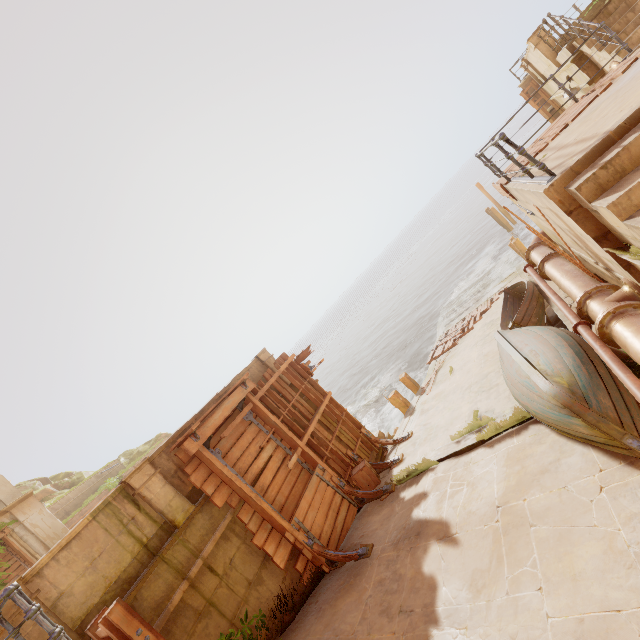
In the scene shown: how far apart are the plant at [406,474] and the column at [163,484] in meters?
4.6 m

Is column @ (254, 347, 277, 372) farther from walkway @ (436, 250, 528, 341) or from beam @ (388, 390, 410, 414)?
beam @ (388, 390, 410, 414)

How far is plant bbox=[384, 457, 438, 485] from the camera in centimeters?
783cm

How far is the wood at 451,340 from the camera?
15.2 meters

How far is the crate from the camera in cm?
902

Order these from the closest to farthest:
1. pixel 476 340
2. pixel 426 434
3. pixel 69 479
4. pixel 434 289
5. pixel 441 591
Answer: pixel 441 591
pixel 426 434
pixel 476 340
pixel 69 479
pixel 434 289

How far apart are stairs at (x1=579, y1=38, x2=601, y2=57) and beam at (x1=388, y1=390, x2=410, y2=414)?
11.3m

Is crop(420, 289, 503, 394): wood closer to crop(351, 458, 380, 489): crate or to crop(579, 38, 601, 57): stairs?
crop(351, 458, 380, 489): crate
